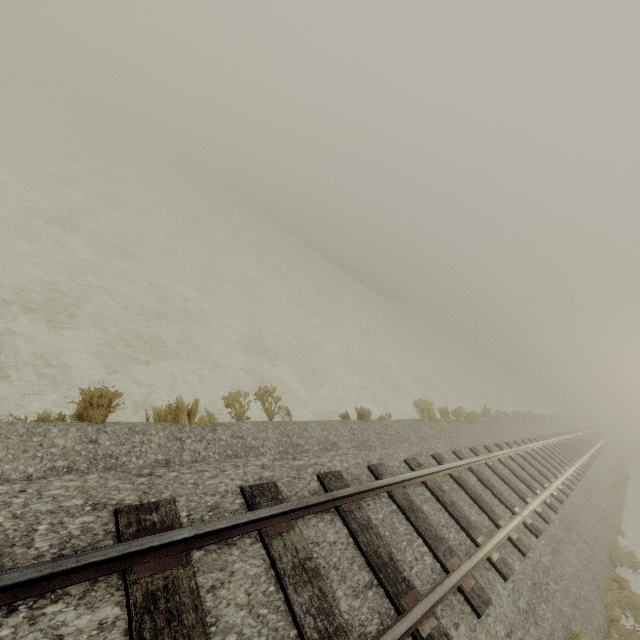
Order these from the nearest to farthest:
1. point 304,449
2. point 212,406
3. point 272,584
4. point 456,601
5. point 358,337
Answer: point 272,584, point 456,601, point 304,449, point 212,406, point 358,337
